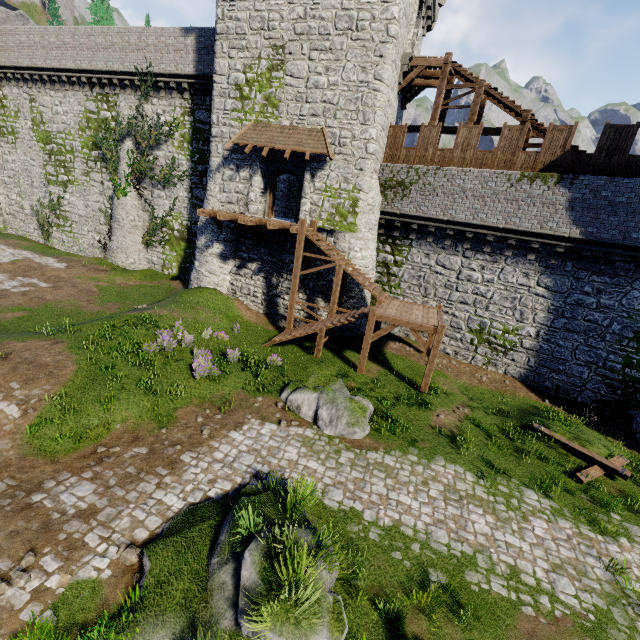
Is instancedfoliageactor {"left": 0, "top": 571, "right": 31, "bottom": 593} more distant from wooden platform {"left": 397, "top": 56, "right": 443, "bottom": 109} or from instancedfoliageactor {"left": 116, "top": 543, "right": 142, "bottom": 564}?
wooden platform {"left": 397, "top": 56, "right": 443, "bottom": 109}

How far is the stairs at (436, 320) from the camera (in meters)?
14.04

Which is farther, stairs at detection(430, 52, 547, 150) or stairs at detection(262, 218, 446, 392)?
stairs at detection(430, 52, 547, 150)

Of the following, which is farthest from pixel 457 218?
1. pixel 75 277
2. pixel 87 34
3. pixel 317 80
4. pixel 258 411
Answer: pixel 87 34

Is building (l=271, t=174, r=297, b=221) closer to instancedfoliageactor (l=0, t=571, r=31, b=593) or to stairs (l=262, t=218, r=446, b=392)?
stairs (l=262, t=218, r=446, b=392)

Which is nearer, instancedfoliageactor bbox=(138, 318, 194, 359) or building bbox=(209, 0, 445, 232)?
instancedfoliageactor bbox=(138, 318, 194, 359)

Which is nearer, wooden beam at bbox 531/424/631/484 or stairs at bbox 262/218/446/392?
wooden beam at bbox 531/424/631/484

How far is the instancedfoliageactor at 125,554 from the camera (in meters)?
6.36
